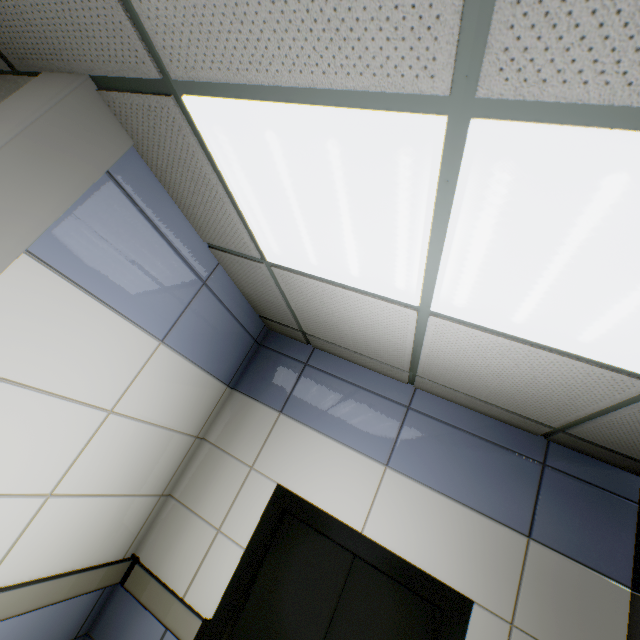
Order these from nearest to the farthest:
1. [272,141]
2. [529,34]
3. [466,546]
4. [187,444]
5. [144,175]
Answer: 1. [529,34]
2. [272,141]
3. [144,175]
4. [466,546]
5. [187,444]
